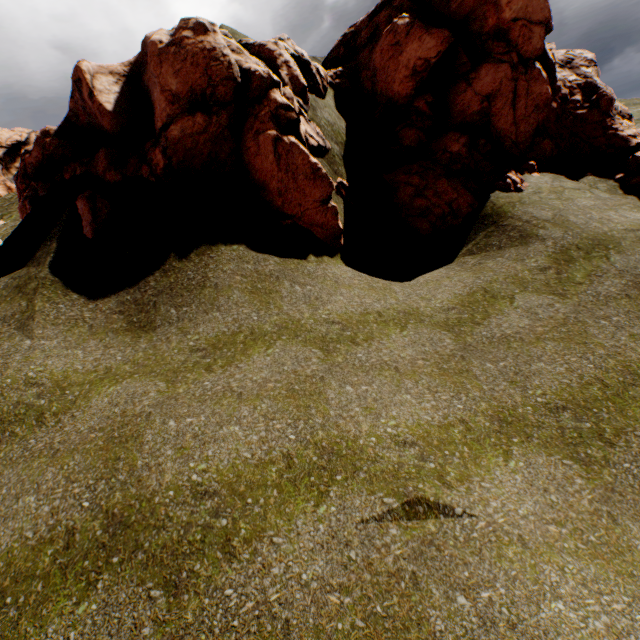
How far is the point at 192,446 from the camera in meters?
4.9 m

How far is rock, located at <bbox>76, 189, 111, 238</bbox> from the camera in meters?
8.5

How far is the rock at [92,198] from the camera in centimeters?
852cm
